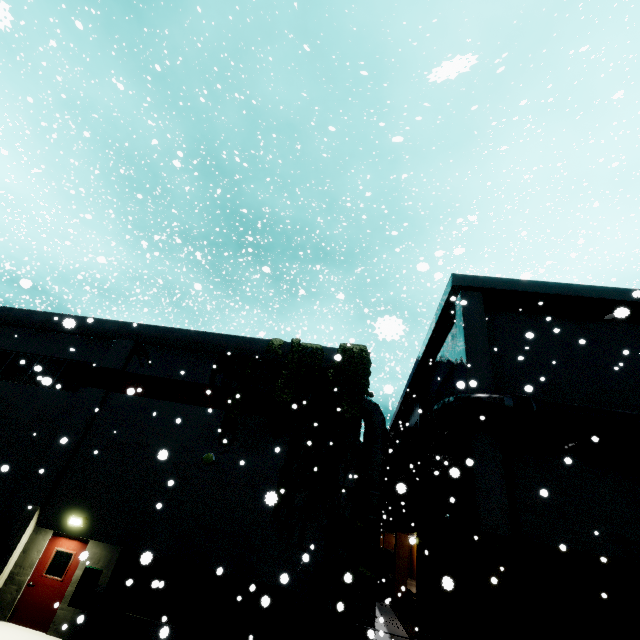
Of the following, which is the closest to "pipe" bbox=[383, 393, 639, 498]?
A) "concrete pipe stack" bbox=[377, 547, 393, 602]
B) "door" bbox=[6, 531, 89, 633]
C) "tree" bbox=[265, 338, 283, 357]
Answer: "tree" bbox=[265, 338, 283, 357]

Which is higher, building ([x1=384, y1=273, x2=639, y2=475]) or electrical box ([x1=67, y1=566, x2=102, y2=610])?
building ([x1=384, y1=273, x2=639, y2=475])

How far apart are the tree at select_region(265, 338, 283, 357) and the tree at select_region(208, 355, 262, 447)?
0.28m

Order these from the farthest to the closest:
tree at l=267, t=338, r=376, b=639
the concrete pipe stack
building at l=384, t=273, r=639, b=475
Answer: the concrete pipe stack, building at l=384, t=273, r=639, b=475, tree at l=267, t=338, r=376, b=639

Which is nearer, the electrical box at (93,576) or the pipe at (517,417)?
the electrical box at (93,576)

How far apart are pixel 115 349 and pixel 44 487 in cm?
580

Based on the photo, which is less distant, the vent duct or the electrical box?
the electrical box

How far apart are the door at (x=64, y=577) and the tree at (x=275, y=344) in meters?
8.7
